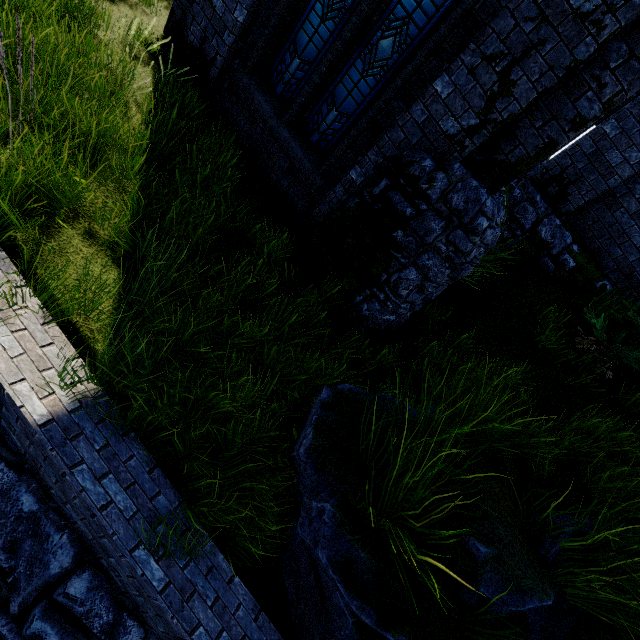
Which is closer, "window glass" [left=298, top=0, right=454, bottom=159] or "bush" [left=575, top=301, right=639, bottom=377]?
"window glass" [left=298, top=0, right=454, bottom=159]

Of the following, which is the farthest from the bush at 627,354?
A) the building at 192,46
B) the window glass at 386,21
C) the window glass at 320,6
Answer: the window glass at 320,6

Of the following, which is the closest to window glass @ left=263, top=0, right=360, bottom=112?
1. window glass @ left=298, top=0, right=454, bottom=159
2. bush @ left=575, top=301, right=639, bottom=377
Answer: window glass @ left=298, top=0, right=454, bottom=159

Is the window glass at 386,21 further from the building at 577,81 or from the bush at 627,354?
the bush at 627,354

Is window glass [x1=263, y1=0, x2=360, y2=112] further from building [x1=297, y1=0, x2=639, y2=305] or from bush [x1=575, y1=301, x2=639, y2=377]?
bush [x1=575, y1=301, x2=639, y2=377]

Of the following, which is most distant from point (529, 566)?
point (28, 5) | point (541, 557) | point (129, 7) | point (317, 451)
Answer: point (129, 7)

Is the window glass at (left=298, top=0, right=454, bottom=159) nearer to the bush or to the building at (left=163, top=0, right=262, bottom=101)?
the building at (left=163, top=0, right=262, bottom=101)
